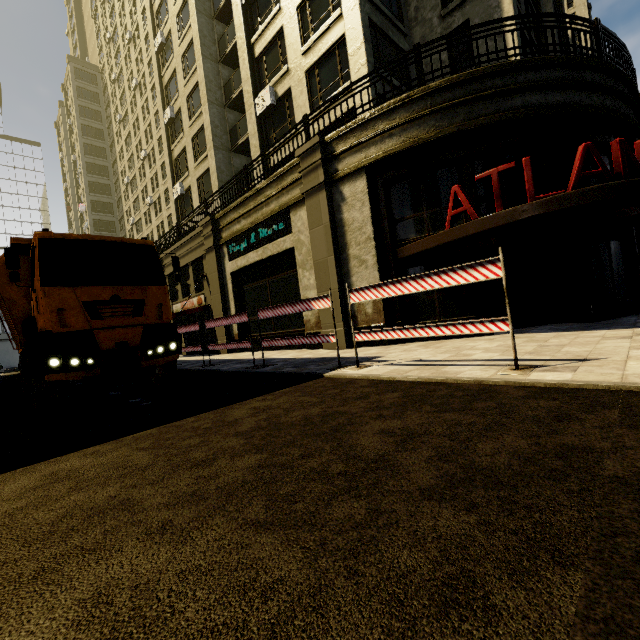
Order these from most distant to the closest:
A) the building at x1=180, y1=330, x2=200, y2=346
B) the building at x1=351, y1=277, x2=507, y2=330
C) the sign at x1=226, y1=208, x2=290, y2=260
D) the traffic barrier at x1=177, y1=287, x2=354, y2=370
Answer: the building at x1=180, y1=330, x2=200, y2=346, the sign at x1=226, y1=208, x2=290, y2=260, the building at x1=351, y1=277, x2=507, y2=330, the traffic barrier at x1=177, y1=287, x2=354, y2=370

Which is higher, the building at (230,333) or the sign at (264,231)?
the sign at (264,231)

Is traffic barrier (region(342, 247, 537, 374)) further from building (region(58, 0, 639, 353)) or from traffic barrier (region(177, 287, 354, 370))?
building (region(58, 0, 639, 353))

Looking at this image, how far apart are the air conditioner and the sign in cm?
707

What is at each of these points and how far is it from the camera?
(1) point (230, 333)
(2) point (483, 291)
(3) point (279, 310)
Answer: (1) building, 16.27m
(2) building, 8.86m
(3) traffic barrier, 7.82m

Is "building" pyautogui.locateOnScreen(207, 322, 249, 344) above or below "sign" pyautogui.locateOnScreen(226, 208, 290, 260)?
below

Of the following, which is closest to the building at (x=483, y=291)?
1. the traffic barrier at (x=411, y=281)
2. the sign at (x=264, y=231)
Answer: the sign at (x=264, y=231)

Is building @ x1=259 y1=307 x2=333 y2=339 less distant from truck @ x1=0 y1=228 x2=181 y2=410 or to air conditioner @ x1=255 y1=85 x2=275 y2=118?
air conditioner @ x1=255 y1=85 x2=275 y2=118
